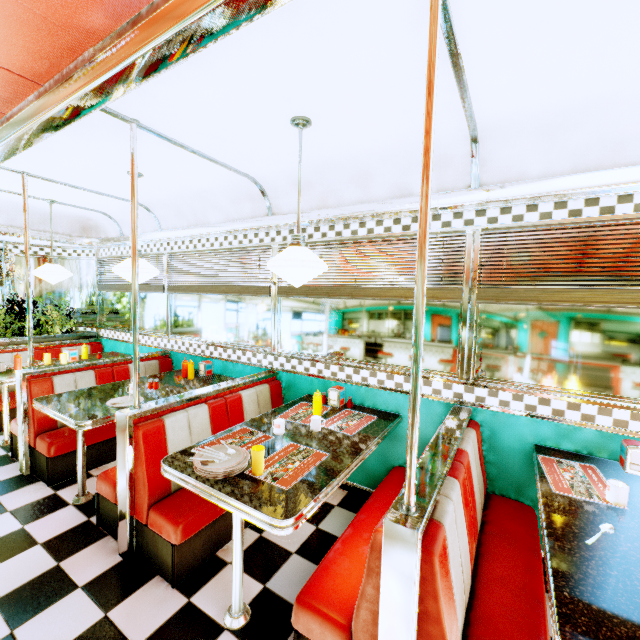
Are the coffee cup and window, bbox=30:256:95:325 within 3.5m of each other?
no

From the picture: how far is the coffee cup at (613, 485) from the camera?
1.6 meters

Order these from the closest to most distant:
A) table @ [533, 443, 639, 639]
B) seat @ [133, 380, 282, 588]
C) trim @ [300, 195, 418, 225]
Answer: table @ [533, 443, 639, 639] < seat @ [133, 380, 282, 588] < trim @ [300, 195, 418, 225]

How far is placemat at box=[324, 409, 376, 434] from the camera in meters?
2.5

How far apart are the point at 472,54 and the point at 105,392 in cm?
393

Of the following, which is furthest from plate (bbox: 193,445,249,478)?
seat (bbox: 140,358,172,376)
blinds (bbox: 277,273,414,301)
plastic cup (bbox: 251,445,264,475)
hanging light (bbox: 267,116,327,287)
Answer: seat (bbox: 140,358,172,376)

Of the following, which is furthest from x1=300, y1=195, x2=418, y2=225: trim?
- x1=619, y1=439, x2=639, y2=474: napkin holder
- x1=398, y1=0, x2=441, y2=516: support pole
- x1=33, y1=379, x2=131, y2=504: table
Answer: x1=33, y1=379, x2=131, y2=504: table

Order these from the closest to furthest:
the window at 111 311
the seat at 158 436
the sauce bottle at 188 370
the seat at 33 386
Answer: the seat at 158 436
the seat at 33 386
the sauce bottle at 188 370
the window at 111 311
